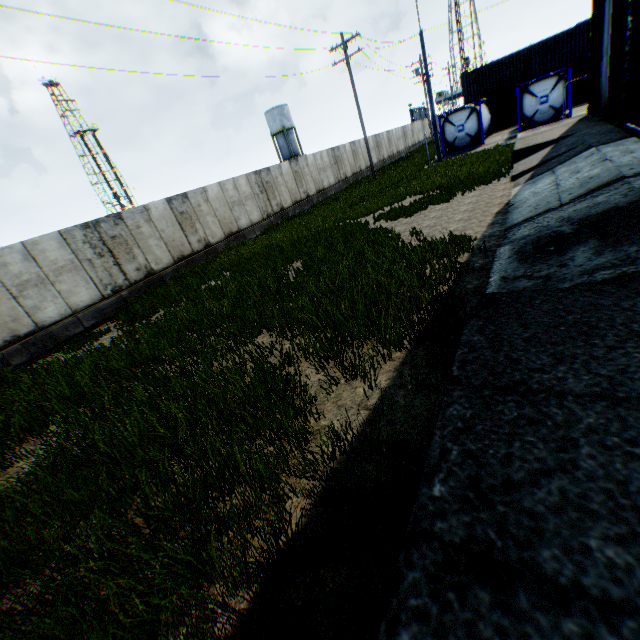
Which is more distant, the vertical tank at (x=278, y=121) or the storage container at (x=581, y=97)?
the vertical tank at (x=278, y=121)

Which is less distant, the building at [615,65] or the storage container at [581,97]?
the building at [615,65]

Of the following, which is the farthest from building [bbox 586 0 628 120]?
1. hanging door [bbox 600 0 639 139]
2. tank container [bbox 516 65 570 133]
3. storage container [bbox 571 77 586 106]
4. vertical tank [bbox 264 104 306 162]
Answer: vertical tank [bbox 264 104 306 162]

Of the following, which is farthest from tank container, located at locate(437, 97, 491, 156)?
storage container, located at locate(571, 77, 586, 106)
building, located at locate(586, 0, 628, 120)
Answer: building, located at locate(586, 0, 628, 120)

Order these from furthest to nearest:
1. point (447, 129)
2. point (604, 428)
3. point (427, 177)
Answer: point (447, 129) → point (427, 177) → point (604, 428)

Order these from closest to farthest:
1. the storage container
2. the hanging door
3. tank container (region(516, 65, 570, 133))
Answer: the hanging door, tank container (region(516, 65, 570, 133)), the storage container

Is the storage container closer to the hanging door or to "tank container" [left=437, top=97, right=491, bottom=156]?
"tank container" [left=437, top=97, right=491, bottom=156]

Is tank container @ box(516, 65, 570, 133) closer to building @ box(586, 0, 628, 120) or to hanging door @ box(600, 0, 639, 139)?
building @ box(586, 0, 628, 120)
